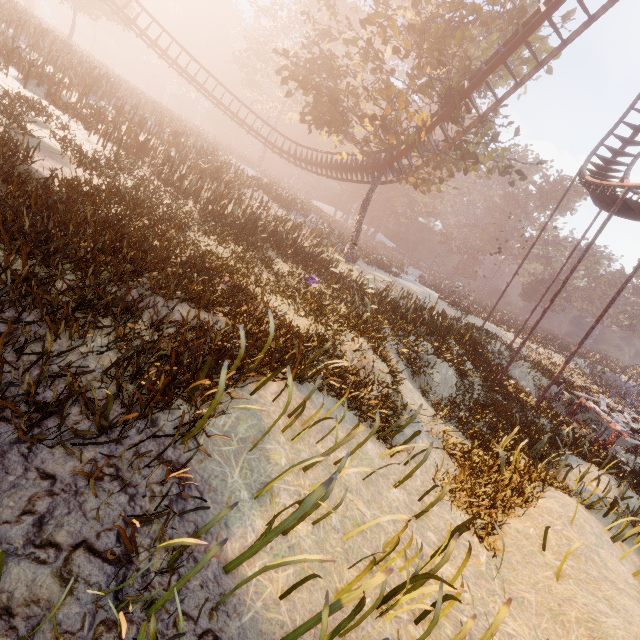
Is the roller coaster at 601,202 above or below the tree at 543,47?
below

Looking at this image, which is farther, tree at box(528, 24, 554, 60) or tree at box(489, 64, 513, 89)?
tree at box(489, 64, 513, 89)

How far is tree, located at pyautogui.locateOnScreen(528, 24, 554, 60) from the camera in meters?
17.0

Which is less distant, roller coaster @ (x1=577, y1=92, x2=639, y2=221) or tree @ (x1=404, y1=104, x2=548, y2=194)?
roller coaster @ (x1=577, y1=92, x2=639, y2=221)

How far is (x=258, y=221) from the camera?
13.72m

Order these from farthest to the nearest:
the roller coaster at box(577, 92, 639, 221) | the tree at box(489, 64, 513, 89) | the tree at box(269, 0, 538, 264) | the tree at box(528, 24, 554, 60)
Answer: the tree at box(489, 64, 513, 89), the tree at box(528, 24, 554, 60), the tree at box(269, 0, 538, 264), the roller coaster at box(577, 92, 639, 221)

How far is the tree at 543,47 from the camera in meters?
17.0
